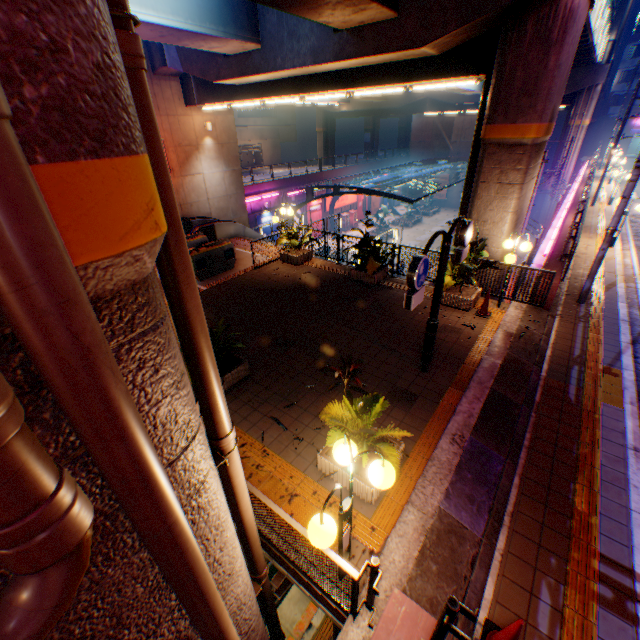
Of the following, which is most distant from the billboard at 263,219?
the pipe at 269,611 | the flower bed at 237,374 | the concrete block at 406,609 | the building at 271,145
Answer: the concrete block at 406,609

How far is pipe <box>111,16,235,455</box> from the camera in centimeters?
148cm

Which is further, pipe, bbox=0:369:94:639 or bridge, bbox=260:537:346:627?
bridge, bbox=260:537:346:627

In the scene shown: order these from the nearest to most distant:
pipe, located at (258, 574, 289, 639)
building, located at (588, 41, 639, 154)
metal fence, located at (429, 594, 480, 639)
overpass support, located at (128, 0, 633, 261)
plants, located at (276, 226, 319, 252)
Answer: metal fence, located at (429, 594, 480, 639)
pipe, located at (258, 574, 289, 639)
overpass support, located at (128, 0, 633, 261)
plants, located at (276, 226, 319, 252)
building, located at (588, 41, 639, 154)

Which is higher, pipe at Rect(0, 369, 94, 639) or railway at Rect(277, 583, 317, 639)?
pipe at Rect(0, 369, 94, 639)

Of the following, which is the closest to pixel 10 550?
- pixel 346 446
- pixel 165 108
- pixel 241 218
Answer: pixel 346 446

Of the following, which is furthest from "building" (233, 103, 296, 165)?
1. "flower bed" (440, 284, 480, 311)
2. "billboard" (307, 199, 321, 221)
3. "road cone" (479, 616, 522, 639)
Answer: "road cone" (479, 616, 522, 639)

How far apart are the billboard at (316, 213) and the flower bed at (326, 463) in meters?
31.4 m
